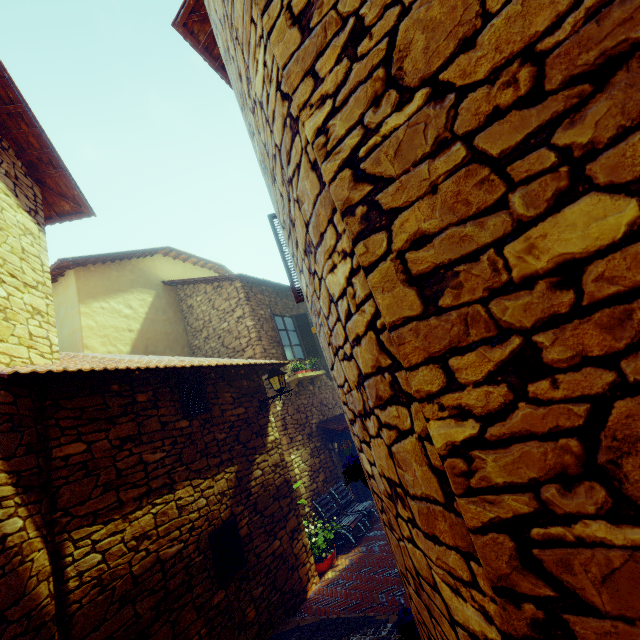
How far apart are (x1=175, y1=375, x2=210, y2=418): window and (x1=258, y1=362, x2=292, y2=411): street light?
1.3 meters

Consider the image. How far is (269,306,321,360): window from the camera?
9.79m

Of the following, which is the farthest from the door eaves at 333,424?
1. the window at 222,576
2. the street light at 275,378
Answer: the window at 222,576

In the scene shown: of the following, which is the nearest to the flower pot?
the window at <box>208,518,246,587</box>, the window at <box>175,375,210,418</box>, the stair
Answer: the stair

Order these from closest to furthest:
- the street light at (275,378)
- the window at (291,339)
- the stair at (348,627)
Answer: the stair at (348,627) < the street light at (275,378) < the window at (291,339)

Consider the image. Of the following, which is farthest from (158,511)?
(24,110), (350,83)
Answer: (24,110)

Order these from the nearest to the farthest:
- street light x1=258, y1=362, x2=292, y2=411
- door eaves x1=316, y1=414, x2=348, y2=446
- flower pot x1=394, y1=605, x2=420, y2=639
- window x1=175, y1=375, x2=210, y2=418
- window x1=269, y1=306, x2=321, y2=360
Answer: flower pot x1=394, y1=605, x2=420, y2=639 < window x1=175, y1=375, x2=210, y2=418 < street light x1=258, y1=362, x2=292, y2=411 < door eaves x1=316, y1=414, x2=348, y2=446 < window x1=269, y1=306, x2=321, y2=360

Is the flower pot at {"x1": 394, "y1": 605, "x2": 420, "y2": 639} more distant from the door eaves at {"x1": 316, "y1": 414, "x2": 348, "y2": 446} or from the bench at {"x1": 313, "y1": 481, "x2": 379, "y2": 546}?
the door eaves at {"x1": 316, "y1": 414, "x2": 348, "y2": 446}
